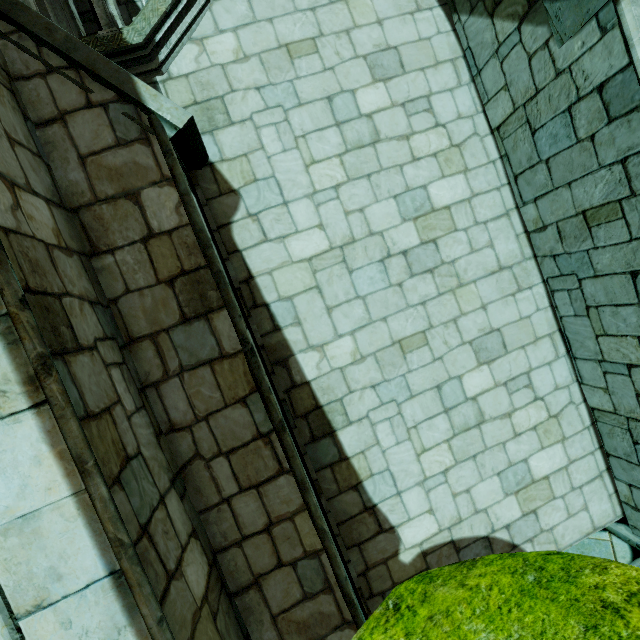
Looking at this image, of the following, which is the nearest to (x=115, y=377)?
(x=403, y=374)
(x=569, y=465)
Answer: (x=403, y=374)

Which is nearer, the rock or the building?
the rock

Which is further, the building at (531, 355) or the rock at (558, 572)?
the building at (531, 355)
